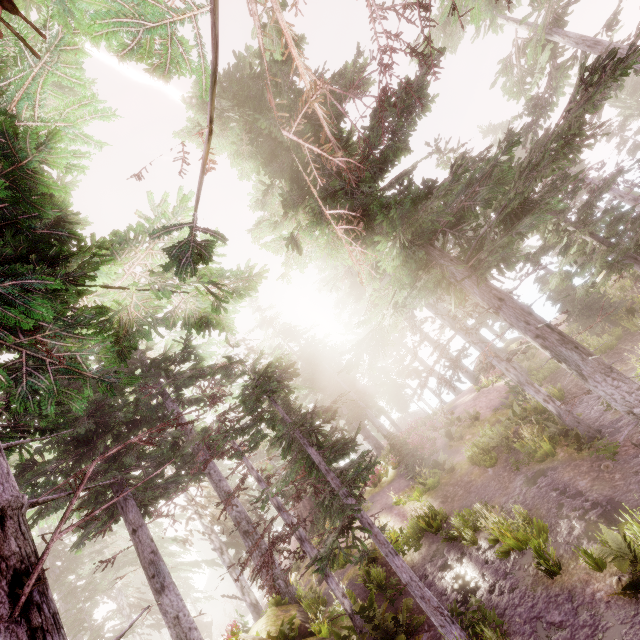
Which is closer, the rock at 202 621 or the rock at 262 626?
the rock at 262 626

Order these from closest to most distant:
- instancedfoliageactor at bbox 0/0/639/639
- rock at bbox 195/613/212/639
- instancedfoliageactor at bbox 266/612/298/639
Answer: instancedfoliageactor at bbox 0/0/639/639 → instancedfoliageactor at bbox 266/612/298/639 → rock at bbox 195/613/212/639

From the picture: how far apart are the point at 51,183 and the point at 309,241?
6.0 meters

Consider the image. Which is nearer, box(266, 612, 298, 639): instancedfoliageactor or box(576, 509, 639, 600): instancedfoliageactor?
box(576, 509, 639, 600): instancedfoliageactor

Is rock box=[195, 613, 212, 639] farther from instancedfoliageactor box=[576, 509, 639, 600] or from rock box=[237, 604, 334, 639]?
rock box=[237, 604, 334, 639]

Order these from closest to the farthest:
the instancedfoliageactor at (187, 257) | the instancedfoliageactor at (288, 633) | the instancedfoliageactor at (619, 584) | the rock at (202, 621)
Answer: the instancedfoliageactor at (187, 257), the instancedfoliageactor at (619, 584), the instancedfoliageactor at (288, 633), the rock at (202, 621)

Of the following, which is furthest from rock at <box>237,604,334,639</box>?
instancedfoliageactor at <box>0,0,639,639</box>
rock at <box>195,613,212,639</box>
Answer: rock at <box>195,613,212,639</box>
